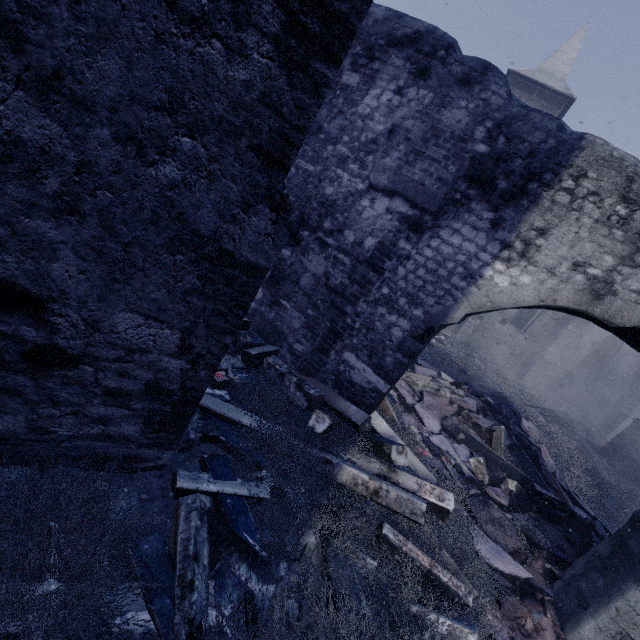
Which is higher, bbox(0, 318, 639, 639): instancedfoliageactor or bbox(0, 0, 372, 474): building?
bbox(0, 0, 372, 474): building

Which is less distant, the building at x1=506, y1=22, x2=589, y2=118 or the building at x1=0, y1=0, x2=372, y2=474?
the building at x1=0, y1=0, x2=372, y2=474

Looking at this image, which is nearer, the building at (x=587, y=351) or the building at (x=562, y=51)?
the building at (x=587, y=351)

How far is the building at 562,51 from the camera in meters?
19.5

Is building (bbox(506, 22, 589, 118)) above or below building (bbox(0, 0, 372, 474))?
above

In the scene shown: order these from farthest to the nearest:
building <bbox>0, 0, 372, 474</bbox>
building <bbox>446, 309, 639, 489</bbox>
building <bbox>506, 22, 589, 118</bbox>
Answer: building <bbox>506, 22, 589, 118</bbox> → building <bbox>446, 309, 639, 489</bbox> → building <bbox>0, 0, 372, 474</bbox>

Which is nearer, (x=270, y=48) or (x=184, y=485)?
(x=270, y=48)
